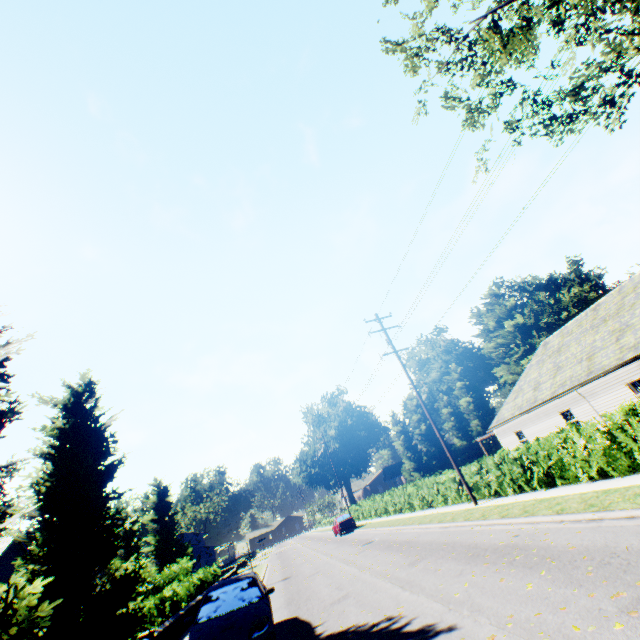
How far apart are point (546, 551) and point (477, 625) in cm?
298

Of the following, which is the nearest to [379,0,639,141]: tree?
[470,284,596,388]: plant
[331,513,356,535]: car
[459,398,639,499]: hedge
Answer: [459,398,639,499]: hedge

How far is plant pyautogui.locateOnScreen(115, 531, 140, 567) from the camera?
57.3m

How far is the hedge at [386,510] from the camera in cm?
1914

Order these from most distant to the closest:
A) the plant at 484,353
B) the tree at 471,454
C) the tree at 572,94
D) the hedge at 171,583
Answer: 1. the tree at 471,454
2. the plant at 484,353
3. the hedge at 171,583
4. the tree at 572,94

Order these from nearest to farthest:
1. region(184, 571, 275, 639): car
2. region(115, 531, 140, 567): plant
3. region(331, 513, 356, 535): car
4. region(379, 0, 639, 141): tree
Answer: region(184, 571, 275, 639): car → region(379, 0, 639, 141): tree → region(331, 513, 356, 535): car → region(115, 531, 140, 567): plant

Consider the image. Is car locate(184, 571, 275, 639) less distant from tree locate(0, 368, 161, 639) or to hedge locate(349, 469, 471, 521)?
tree locate(0, 368, 161, 639)

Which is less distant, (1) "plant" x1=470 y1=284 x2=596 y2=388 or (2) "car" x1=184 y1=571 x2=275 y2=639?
(2) "car" x1=184 y1=571 x2=275 y2=639
